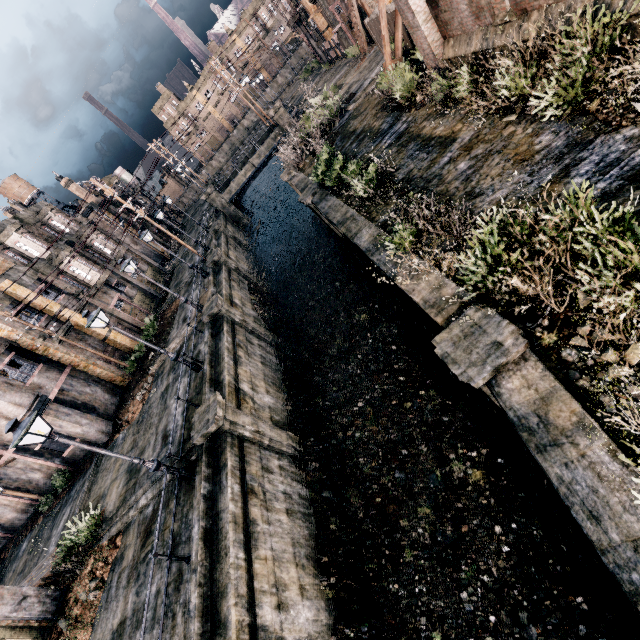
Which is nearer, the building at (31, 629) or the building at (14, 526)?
the building at (31, 629)

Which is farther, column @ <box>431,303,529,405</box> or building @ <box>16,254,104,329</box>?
building @ <box>16,254,104,329</box>

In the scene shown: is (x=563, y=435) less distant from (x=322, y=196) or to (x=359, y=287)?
(x=359, y=287)

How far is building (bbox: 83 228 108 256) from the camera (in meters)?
33.59

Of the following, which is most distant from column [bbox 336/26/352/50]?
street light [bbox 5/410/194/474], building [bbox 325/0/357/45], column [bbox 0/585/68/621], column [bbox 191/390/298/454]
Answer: column [bbox 0/585/68/621]

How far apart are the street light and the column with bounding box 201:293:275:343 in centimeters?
964cm

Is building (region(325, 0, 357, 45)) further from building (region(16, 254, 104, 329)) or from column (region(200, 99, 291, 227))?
building (region(16, 254, 104, 329))

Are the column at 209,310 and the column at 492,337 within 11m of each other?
no
